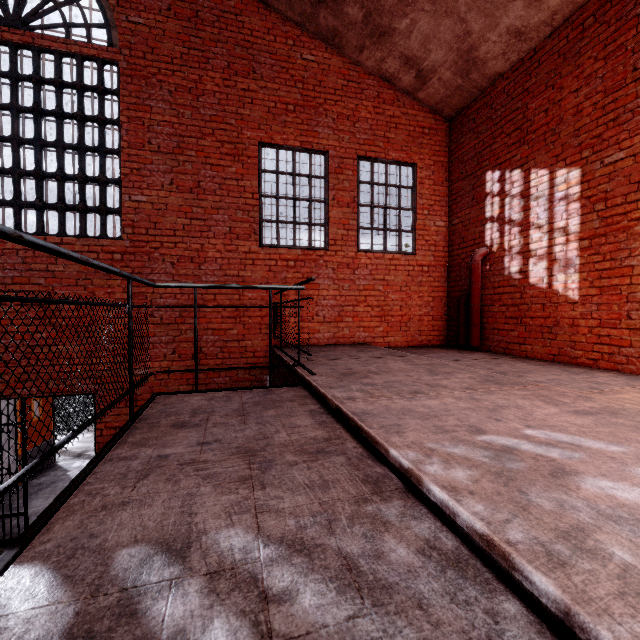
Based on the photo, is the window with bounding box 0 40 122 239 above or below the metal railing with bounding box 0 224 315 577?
above

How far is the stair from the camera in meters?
8.2 m

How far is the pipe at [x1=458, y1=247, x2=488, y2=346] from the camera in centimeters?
604cm

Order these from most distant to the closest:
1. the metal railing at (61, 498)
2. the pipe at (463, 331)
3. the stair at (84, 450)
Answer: the stair at (84, 450), the pipe at (463, 331), the metal railing at (61, 498)

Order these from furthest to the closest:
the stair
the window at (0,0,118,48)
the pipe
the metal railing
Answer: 1. the stair
2. the pipe
3. the window at (0,0,118,48)
4. the metal railing

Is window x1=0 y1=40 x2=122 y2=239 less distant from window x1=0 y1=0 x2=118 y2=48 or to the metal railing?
window x1=0 y1=0 x2=118 y2=48

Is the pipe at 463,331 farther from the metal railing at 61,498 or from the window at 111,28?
the window at 111,28

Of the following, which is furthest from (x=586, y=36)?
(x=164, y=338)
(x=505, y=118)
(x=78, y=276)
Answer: (x=78, y=276)
